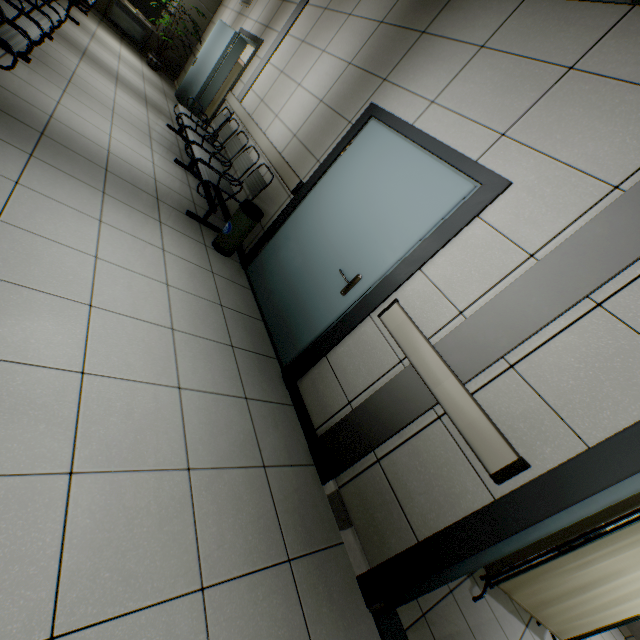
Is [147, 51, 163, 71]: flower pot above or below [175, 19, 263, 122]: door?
below

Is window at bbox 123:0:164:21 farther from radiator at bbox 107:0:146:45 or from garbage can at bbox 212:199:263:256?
garbage can at bbox 212:199:263:256

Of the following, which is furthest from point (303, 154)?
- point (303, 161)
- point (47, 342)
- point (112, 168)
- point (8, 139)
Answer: point (47, 342)

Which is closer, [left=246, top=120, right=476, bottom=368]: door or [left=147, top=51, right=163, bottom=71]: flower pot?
[left=246, top=120, right=476, bottom=368]: door

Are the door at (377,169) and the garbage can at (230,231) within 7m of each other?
yes

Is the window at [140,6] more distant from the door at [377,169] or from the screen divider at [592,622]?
the screen divider at [592,622]

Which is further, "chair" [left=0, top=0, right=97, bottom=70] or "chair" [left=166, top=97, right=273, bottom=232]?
"chair" [left=166, top=97, right=273, bottom=232]

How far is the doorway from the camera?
2.12m
